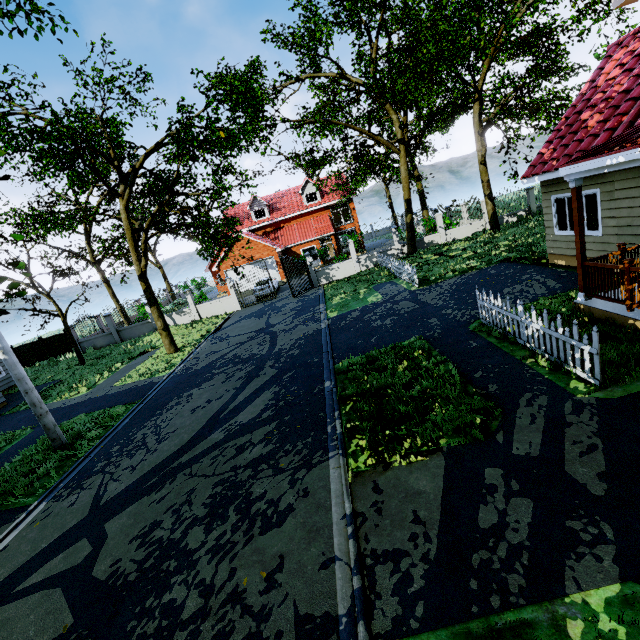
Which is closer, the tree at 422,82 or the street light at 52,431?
the street light at 52,431

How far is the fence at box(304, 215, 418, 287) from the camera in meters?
17.0 m

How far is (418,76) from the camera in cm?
1859

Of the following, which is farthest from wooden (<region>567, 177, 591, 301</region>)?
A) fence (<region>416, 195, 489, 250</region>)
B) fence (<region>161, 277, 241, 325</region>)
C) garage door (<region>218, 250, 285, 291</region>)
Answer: garage door (<region>218, 250, 285, 291</region>)

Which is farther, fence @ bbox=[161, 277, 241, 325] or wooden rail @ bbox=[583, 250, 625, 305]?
fence @ bbox=[161, 277, 241, 325]

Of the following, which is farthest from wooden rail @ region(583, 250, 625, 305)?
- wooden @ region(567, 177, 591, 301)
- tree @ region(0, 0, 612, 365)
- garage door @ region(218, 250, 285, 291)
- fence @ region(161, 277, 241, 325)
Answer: garage door @ region(218, 250, 285, 291)

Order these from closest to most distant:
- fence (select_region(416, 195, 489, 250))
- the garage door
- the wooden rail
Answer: the wooden rail
fence (select_region(416, 195, 489, 250))
the garage door

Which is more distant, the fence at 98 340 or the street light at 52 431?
the fence at 98 340
